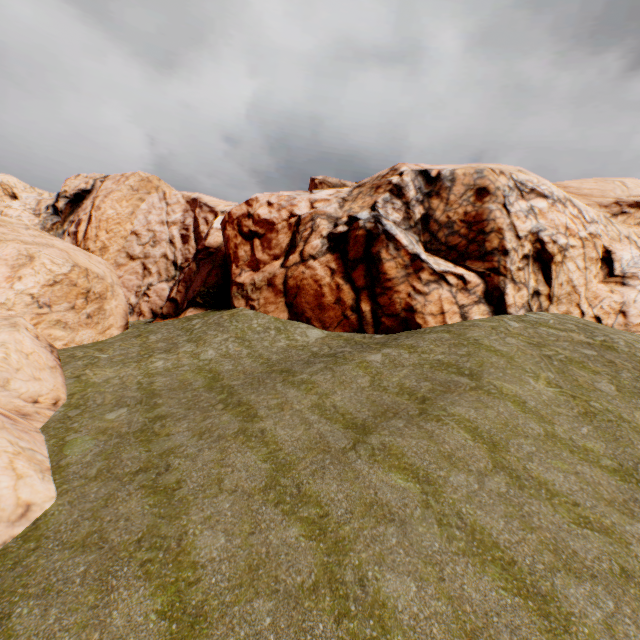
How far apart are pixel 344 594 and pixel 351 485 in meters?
2.8
